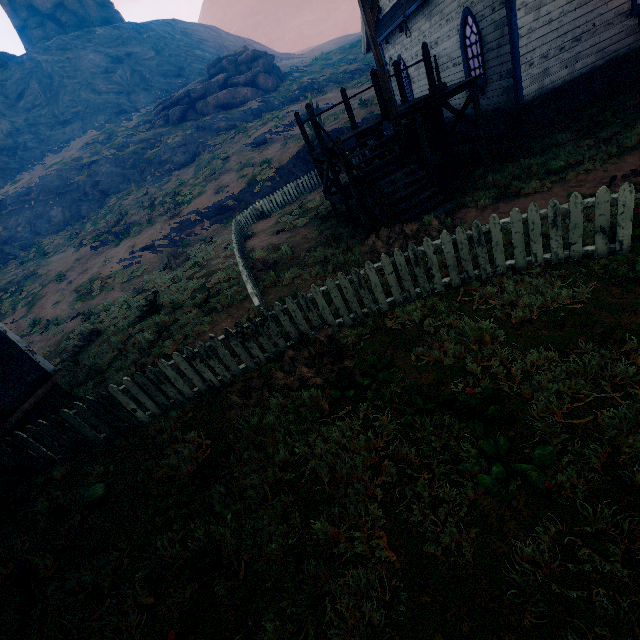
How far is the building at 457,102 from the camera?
12.0m

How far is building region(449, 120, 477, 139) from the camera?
12.72m

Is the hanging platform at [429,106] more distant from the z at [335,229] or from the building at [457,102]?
the building at [457,102]

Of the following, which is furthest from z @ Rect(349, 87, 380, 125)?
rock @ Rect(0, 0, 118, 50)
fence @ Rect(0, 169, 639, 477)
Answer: rock @ Rect(0, 0, 118, 50)

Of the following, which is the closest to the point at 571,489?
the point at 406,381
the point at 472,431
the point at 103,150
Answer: the point at 472,431

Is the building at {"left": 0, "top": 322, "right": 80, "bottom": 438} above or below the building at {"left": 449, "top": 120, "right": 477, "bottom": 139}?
above

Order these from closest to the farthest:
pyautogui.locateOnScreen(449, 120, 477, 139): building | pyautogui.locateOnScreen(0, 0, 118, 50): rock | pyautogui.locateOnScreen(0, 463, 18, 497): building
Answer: pyautogui.locateOnScreen(0, 463, 18, 497): building, pyautogui.locateOnScreen(449, 120, 477, 139): building, pyautogui.locateOnScreen(0, 0, 118, 50): rock

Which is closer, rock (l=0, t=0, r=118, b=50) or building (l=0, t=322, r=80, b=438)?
building (l=0, t=322, r=80, b=438)
